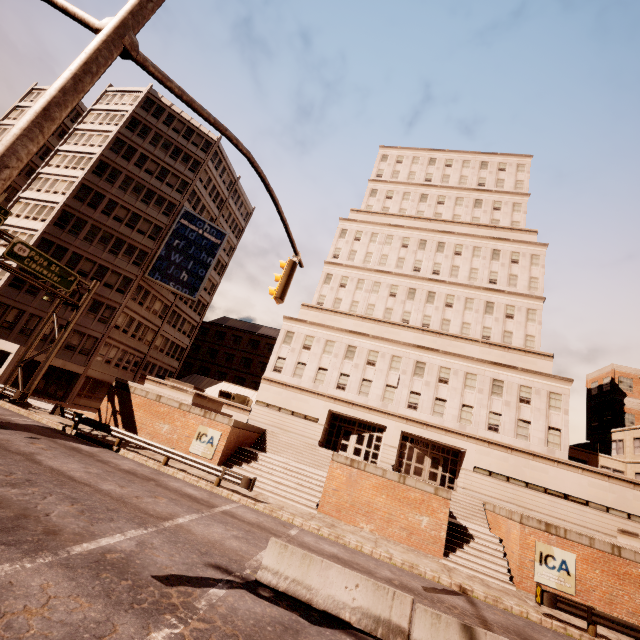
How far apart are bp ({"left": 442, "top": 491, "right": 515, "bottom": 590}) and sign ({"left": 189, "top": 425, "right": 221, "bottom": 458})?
14.5m

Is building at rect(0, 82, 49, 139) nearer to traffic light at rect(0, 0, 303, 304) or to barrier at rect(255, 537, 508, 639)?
traffic light at rect(0, 0, 303, 304)

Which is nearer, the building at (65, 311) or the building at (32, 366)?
the building at (32, 366)

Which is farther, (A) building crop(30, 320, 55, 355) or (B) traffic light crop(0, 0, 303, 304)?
(A) building crop(30, 320, 55, 355)

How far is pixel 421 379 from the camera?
30.9m

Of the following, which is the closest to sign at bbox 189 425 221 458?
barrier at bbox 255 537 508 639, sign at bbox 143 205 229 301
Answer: barrier at bbox 255 537 508 639

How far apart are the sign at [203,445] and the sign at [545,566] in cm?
1866

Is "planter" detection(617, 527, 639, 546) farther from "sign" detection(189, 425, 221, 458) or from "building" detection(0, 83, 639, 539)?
"sign" detection(189, 425, 221, 458)
